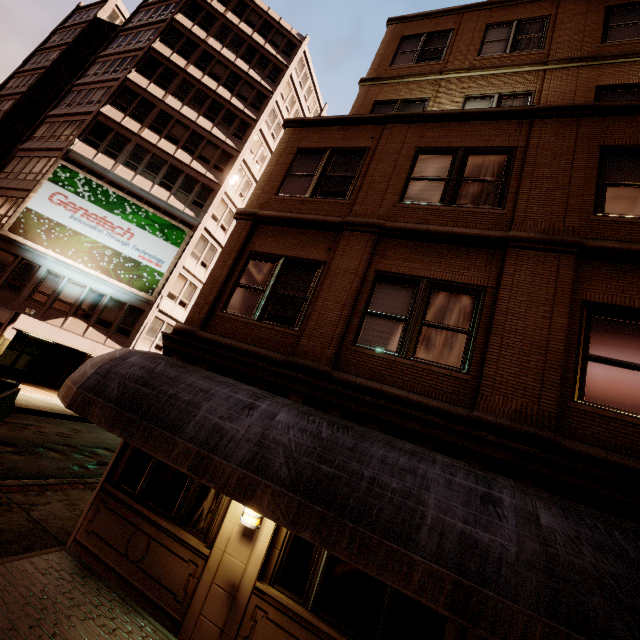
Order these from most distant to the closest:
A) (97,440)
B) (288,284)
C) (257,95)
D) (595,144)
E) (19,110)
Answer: (19,110)
(257,95)
(97,440)
(288,284)
(595,144)

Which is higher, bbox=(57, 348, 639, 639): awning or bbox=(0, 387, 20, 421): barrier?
bbox=(57, 348, 639, 639): awning

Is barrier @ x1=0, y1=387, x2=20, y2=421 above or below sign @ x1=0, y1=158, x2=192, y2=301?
below

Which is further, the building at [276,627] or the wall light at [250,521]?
the wall light at [250,521]

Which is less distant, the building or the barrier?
the building

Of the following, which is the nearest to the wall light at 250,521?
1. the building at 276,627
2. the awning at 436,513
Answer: the building at 276,627

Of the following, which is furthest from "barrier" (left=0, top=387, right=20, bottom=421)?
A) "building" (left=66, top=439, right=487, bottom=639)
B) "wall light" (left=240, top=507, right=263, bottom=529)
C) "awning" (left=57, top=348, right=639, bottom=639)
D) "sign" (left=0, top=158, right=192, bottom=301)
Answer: "wall light" (left=240, top=507, right=263, bottom=529)

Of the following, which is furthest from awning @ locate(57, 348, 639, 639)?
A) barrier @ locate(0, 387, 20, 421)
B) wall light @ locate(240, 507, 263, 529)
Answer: barrier @ locate(0, 387, 20, 421)
